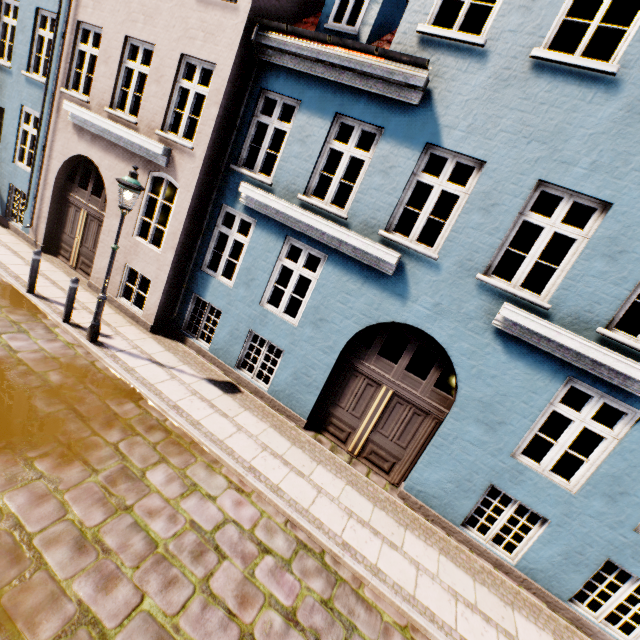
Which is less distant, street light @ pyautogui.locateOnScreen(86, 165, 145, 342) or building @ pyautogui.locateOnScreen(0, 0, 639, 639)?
building @ pyautogui.locateOnScreen(0, 0, 639, 639)

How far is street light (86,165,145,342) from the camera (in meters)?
6.10

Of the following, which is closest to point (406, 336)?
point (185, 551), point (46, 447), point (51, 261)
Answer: point (185, 551)

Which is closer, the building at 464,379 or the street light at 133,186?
the building at 464,379

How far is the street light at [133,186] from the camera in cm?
610
